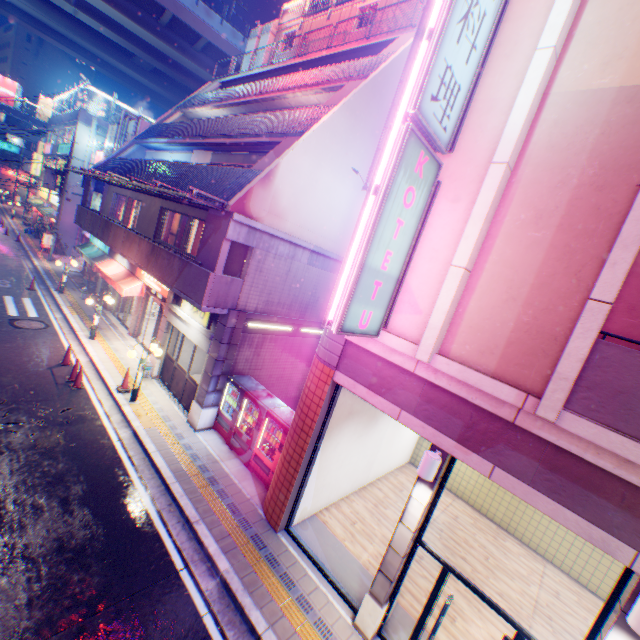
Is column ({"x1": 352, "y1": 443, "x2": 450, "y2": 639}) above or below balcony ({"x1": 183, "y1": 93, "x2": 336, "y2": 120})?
below

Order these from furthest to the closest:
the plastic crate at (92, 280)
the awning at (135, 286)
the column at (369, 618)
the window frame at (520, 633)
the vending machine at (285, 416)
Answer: the plastic crate at (92, 280), the awning at (135, 286), the vending machine at (285, 416), the column at (369, 618), the window frame at (520, 633)

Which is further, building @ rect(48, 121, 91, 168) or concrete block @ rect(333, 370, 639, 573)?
building @ rect(48, 121, 91, 168)

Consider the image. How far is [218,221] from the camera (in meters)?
9.78

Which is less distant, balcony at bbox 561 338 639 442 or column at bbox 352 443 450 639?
balcony at bbox 561 338 639 442

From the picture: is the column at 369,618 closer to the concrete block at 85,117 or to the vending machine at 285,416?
the vending machine at 285,416

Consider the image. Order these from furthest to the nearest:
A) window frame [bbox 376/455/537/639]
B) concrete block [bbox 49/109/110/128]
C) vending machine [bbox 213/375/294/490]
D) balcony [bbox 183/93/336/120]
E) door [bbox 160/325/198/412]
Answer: concrete block [bbox 49/109/110/128], balcony [bbox 183/93/336/120], door [bbox 160/325/198/412], vending machine [bbox 213/375/294/490], window frame [bbox 376/455/537/639]

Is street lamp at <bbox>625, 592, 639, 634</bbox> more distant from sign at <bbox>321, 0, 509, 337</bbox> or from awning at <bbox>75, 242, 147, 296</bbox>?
awning at <bbox>75, 242, 147, 296</bbox>
